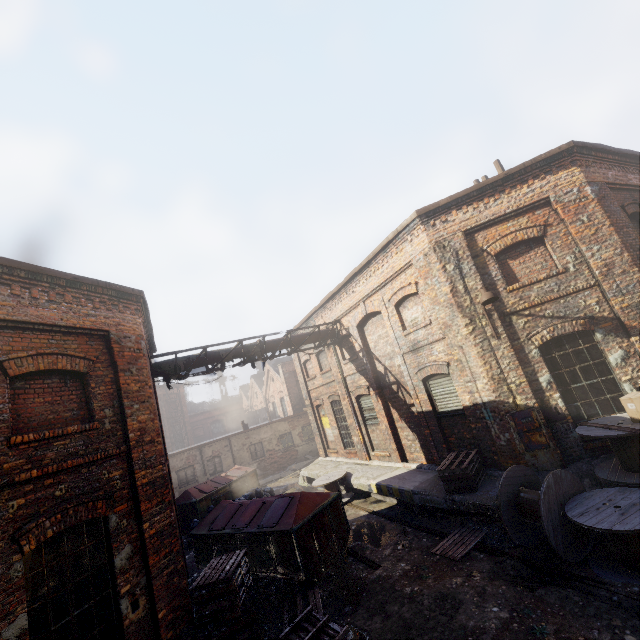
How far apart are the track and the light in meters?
4.8 m

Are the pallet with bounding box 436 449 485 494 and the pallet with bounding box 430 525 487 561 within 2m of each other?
yes

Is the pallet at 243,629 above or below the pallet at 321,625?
above

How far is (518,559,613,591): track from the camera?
5.2 meters

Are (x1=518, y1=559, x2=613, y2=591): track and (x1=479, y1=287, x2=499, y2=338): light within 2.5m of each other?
no

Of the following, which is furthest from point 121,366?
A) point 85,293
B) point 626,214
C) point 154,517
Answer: point 626,214

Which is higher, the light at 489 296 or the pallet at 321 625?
the light at 489 296

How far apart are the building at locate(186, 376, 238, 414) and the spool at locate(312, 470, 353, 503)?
43.32m
